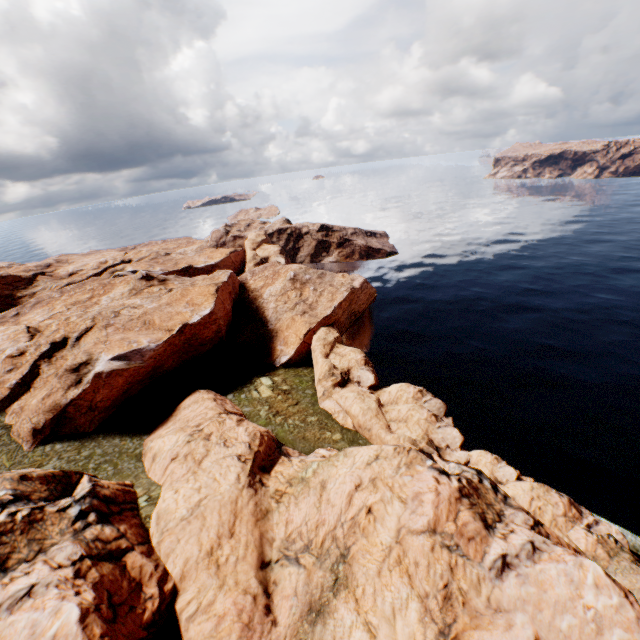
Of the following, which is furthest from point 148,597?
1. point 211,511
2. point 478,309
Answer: point 478,309
